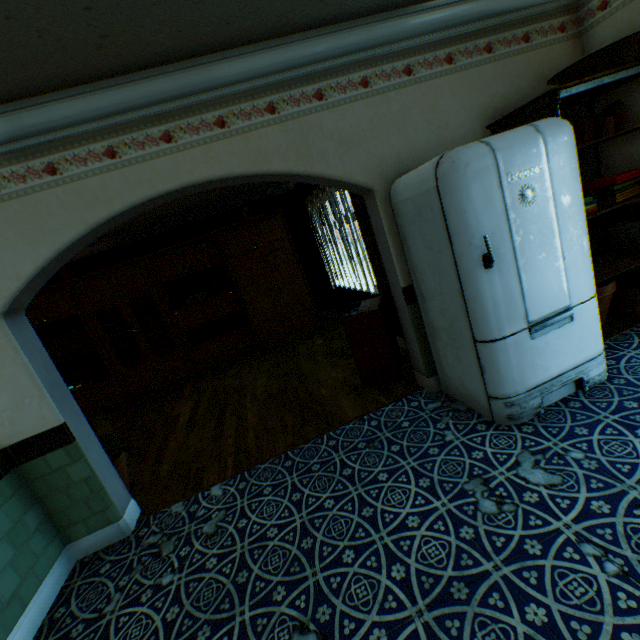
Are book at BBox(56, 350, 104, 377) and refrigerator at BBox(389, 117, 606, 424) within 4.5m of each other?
no

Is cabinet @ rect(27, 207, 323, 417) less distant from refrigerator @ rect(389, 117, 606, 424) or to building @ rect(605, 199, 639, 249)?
building @ rect(605, 199, 639, 249)

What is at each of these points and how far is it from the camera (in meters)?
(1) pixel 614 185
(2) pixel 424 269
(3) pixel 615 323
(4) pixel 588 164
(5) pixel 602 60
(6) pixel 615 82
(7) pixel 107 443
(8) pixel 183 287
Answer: (1) towel, 2.75
(2) refrigerator, 2.66
(3) shelf, 3.04
(4) building, 3.23
(5) basin, 2.41
(6) shelf, 2.80
(7) plant, 3.21
(8) book, 6.39

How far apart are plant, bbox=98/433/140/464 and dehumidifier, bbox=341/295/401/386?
2.47m

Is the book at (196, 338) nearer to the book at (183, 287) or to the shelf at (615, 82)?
the book at (183, 287)

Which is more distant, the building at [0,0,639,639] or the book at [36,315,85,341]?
the book at [36,315,85,341]

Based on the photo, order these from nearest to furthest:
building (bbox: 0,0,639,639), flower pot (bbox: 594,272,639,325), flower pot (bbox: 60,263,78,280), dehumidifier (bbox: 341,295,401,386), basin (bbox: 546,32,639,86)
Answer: building (bbox: 0,0,639,639) < basin (bbox: 546,32,639,86) < flower pot (bbox: 594,272,639,325) < dehumidifier (bbox: 341,295,401,386) < flower pot (bbox: 60,263,78,280)

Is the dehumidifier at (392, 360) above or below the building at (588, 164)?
below
